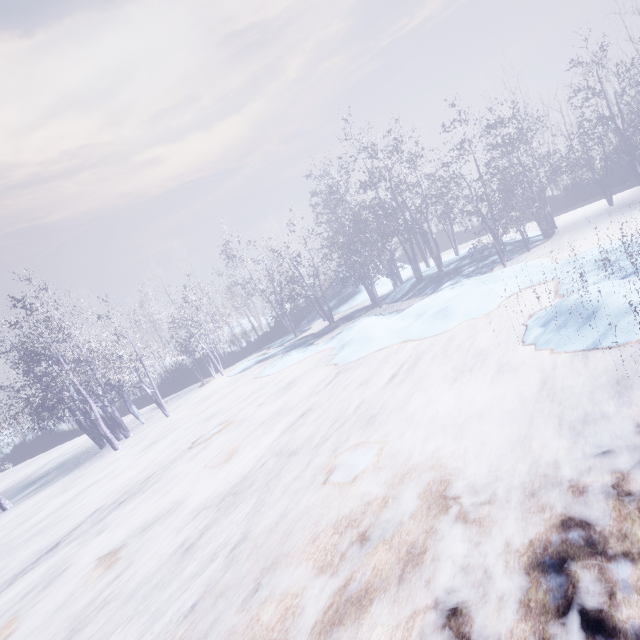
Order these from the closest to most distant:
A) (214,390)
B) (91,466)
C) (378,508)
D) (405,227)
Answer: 1. (378,508)
2. (91,466)
3. (405,227)
4. (214,390)
